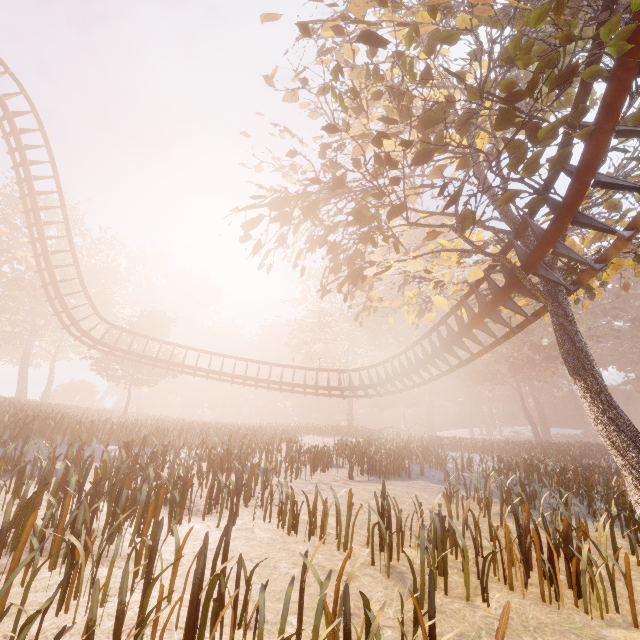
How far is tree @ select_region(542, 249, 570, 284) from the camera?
8.6 meters

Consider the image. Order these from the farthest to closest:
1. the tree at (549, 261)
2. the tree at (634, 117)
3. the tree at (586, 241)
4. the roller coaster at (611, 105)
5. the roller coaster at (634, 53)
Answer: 1. the tree at (586, 241)
2. the tree at (549, 261)
3. the tree at (634, 117)
4. the roller coaster at (611, 105)
5. the roller coaster at (634, 53)

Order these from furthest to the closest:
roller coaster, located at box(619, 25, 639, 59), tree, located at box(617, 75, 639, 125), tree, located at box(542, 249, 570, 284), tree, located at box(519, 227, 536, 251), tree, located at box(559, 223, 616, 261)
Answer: tree, located at box(559, 223, 616, 261) < tree, located at box(519, 227, 536, 251) < tree, located at box(542, 249, 570, 284) < tree, located at box(617, 75, 639, 125) < roller coaster, located at box(619, 25, 639, 59)

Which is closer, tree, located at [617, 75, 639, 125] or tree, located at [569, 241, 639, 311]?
tree, located at [617, 75, 639, 125]

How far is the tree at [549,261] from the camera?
8.6 meters

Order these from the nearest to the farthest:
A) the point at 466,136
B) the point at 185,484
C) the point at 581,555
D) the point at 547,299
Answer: the point at 581,555 → the point at 185,484 → the point at 547,299 → the point at 466,136

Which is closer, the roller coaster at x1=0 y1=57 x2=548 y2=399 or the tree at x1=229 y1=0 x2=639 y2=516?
the tree at x1=229 y1=0 x2=639 y2=516
